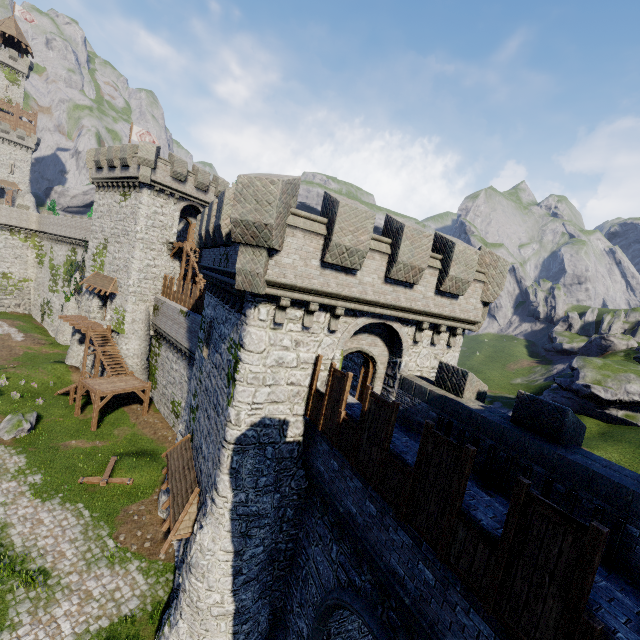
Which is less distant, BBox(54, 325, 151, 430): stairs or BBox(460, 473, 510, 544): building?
BBox(460, 473, 510, 544): building

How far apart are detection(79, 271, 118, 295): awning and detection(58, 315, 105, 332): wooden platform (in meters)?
A: 3.09

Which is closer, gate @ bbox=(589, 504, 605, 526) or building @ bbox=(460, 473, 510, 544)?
building @ bbox=(460, 473, 510, 544)

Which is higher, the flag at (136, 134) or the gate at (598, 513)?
the flag at (136, 134)

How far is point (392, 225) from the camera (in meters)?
11.12

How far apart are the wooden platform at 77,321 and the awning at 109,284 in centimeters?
309cm

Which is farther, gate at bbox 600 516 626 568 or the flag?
the flag

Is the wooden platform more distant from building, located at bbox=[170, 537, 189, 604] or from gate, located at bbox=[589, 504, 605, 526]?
gate, located at bbox=[589, 504, 605, 526]
